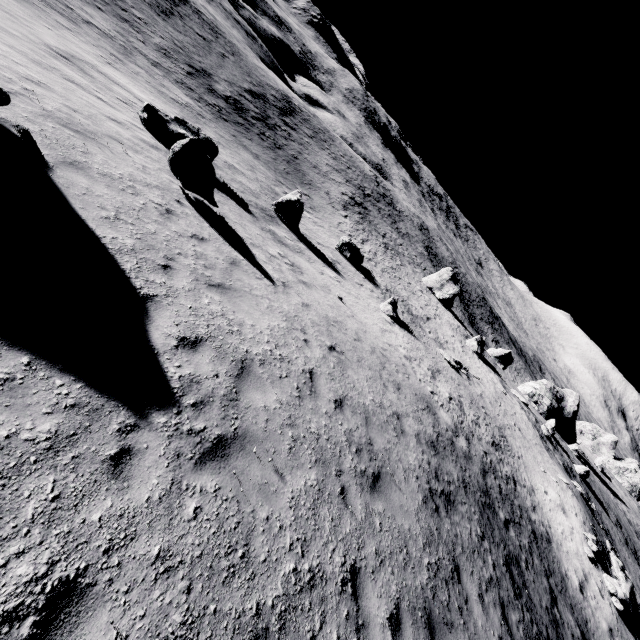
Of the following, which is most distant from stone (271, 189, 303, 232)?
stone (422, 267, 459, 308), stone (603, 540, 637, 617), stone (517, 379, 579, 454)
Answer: stone (517, 379, 579, 454)

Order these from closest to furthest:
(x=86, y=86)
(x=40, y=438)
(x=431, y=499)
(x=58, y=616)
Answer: (x=58, y=616), (x=40, y=438), (x=431, y=499), (x=86, y=86)

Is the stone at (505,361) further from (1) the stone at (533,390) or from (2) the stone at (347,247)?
(2) the stone at (347,247)

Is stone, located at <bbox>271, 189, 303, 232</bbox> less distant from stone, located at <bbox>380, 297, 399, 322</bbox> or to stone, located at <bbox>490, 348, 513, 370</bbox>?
stone, located at <bbox>380, 297, 399, 322</bbox>

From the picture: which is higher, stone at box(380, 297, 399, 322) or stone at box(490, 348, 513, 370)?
stone at box(380, 297, 399, 322)

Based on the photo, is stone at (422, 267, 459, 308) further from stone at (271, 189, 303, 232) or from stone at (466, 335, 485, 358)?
stone at (271, 189, 303, 232)

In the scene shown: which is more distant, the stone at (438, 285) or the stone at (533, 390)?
the stone at (438, 285)

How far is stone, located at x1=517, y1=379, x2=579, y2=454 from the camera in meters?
48.6 m
